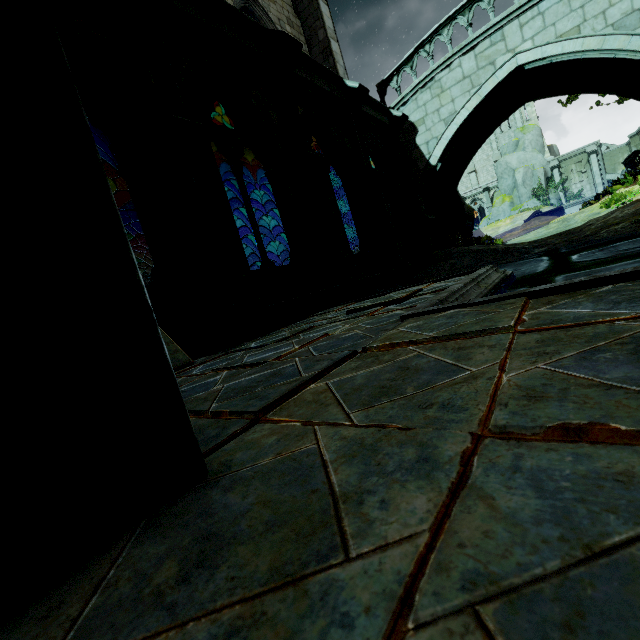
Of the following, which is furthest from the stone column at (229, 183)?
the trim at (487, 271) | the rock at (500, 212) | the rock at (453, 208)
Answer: the rock at (500, 212)

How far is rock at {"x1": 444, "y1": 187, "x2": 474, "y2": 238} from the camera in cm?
1424

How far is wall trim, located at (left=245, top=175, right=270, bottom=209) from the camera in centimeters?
1683cm

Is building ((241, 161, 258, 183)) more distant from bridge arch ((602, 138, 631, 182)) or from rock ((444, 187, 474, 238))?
bridge arch ((602, 138, 631, 182))

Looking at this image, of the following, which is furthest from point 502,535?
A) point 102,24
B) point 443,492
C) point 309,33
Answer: point 309,33

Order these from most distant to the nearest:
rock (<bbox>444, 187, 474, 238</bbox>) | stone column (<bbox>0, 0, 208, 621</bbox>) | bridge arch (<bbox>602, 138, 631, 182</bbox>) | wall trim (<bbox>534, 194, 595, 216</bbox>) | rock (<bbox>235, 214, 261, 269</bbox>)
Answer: bridge arch (<bbox>602, 138, 631, 182</bbox>)
wall trim (<bbox>534, 194, 595, 216</bbox>)
rock (<bbox>235, 214, 261, 269</bbox>)
rock (<bbox>444, 187, 474, 238</bbox>)
stone column (<bbox>0, 0, 208, 621</bbox>)

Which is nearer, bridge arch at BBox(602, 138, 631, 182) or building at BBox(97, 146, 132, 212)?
building at BBox(97, 146, 132, 212)

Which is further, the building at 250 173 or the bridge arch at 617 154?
the bridge arch at 617 154
